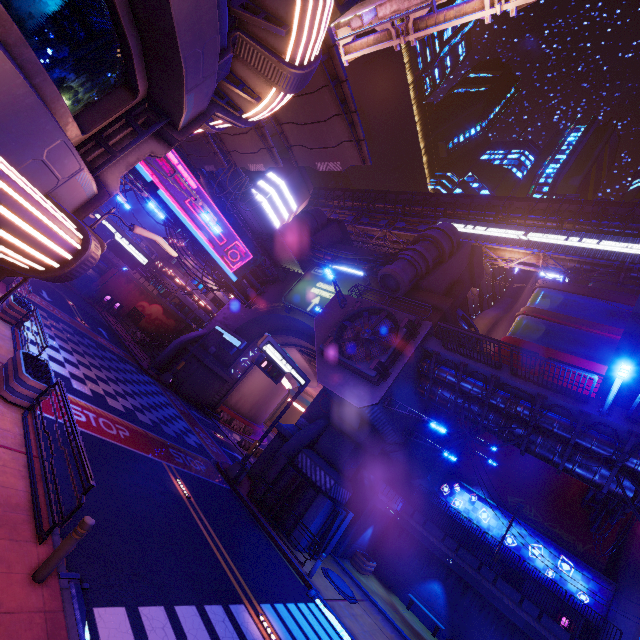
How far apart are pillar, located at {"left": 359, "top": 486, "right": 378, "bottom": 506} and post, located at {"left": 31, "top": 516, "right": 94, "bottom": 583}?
18.0m

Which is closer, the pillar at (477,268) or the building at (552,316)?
the pillar at (477,268)

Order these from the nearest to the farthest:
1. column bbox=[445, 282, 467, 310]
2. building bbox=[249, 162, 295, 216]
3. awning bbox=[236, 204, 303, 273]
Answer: awning bbox=[236, 204, 303, 273]
column bbox=[445, 282, 467, 310]
building bbox=[249, 162, 295, 216]

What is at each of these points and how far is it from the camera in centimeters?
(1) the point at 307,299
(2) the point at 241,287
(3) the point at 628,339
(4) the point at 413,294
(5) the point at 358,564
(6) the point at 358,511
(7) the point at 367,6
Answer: (1) sign, 3034cm
(2) pipe, 3331cm
(3) walkway, 1630cm
(4) wall arch, 2573cm
(5) plant holder, 2027cm
(6) column, 2025cm
(7) sign, 1101cm

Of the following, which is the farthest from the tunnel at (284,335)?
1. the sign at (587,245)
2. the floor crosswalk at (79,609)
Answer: the sign at (587,245)

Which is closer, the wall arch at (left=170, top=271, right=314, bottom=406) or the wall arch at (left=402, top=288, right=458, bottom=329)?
the wall arch at (left=402, top=288, right=458, bottom=329)

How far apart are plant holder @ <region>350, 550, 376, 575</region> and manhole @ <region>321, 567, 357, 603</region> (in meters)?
4.04

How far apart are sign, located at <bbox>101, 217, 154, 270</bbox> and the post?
21.28m
